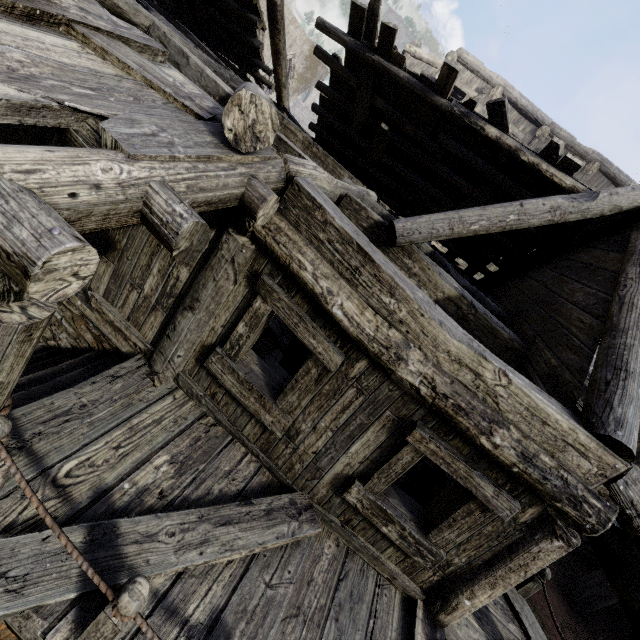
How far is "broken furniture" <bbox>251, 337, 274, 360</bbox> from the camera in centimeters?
800cm

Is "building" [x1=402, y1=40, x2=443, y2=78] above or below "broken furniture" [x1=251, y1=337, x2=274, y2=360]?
above

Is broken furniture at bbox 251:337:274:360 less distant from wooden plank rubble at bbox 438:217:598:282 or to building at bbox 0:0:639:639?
building at bbox 0:0:639:639

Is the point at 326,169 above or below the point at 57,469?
above

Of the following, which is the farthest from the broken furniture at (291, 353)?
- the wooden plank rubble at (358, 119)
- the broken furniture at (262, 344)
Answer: the wooden plank rubble at (358, 119)

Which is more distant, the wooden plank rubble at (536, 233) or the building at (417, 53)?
the building at (417, 53)

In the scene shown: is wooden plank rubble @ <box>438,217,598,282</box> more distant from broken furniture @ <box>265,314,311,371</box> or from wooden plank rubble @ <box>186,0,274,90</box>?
broken furniture @ <box>265,314,311,371</box>

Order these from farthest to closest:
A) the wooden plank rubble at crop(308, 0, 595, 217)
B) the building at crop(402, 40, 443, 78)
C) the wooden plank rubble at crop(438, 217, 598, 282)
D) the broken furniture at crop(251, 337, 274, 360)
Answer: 1. the building at crop(402, 40, 443, 78)
2. the broken furniture at crop(251, 337, 274, 360)
3. the wooden plank rubble at crop(438, 217, 598, 282)
4. the wooden plank rubble at crop(308, 0, 595, 217)
